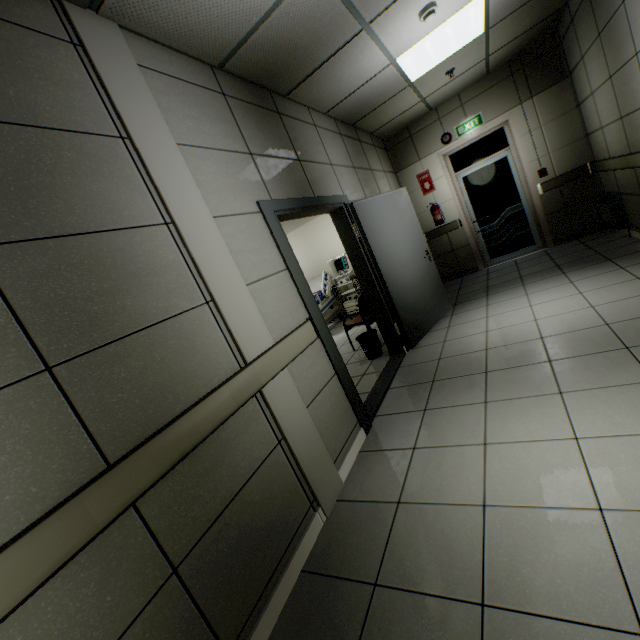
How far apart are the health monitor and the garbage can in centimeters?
261cm

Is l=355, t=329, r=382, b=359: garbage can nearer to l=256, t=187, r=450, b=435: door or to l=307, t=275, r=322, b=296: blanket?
l=256, t=187, r=450, b=435: door

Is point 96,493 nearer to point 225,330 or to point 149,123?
point 225,330

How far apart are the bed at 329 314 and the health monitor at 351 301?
0.3m

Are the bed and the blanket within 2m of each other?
yes

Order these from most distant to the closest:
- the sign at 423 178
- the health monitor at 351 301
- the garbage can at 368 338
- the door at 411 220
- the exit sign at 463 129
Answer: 1. the health monitor at 351 301
2. the sign at 423 178
3. the exit sign at 463 129
4. the garbage can at 368 338
5. the door at 411 220

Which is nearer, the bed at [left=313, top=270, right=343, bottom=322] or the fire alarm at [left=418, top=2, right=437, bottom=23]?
the fire alarm at [left=418, top=2, right=437, bottom=23]

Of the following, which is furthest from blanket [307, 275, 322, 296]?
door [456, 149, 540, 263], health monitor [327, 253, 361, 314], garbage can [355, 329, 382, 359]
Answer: door [456, 149, 540, 263]
